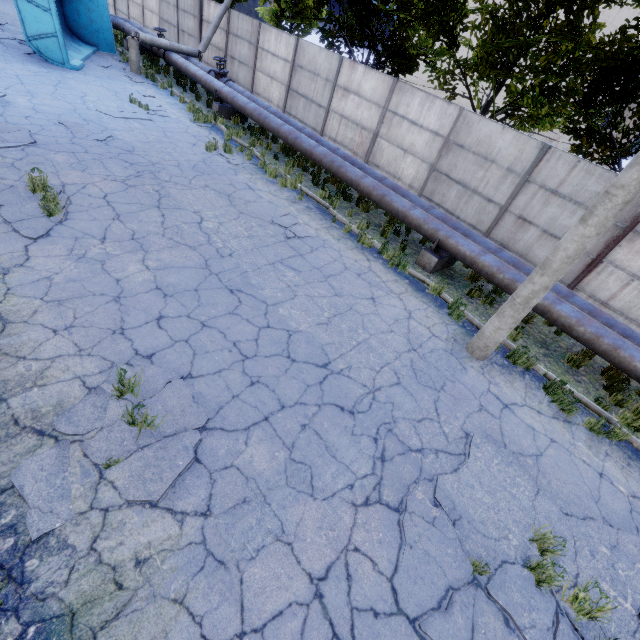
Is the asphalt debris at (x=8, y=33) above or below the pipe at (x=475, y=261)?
below

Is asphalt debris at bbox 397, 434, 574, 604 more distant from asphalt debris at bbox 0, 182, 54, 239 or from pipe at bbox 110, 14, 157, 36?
pipe at bbox 110, 14, 157, 36

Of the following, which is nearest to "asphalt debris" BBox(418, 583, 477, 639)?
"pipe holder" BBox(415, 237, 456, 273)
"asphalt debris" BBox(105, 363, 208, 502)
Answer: "asphalt debris" BBox(105, 363, 208, 502)

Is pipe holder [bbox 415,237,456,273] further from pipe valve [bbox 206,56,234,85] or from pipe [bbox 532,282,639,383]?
pipe valve [bbox 206,56,234,85]

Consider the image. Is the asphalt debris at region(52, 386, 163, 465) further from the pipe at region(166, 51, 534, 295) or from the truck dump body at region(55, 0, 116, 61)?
the truck dump body at region(55, 0, 116, 61)

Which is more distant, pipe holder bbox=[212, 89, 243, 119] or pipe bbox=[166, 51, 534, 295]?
pipe holder bbox=[212, 89, 243, 119]

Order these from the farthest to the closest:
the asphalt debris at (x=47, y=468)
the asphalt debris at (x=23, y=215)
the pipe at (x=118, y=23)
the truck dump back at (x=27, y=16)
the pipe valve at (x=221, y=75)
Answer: the pipe at (x=118, y=23) → the pipe valve at (x=221, y=75) → the truck dump back at (x=27, y=16) → the asphalt debris at (x=23, y=215) → the asphalt debris at (x=47, y=468)

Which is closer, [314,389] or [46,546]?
[46,546]
